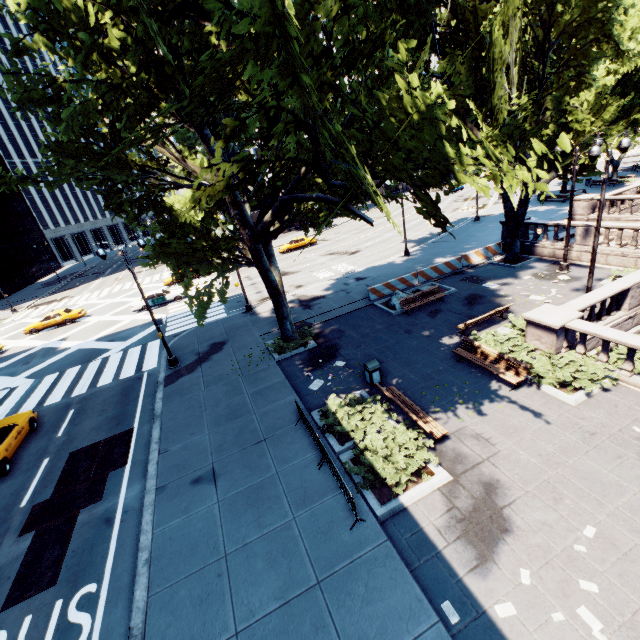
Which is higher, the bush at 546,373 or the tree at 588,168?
the tree at 588,168

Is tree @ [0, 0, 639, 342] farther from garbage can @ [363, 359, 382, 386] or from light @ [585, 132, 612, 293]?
garbage can @ [363, 359, 382, 386]

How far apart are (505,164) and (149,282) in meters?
46.7 m

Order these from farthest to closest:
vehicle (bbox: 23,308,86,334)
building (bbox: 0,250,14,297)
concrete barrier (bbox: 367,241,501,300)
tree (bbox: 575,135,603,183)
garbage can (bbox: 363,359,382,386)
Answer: building (bbox: 0,250,14,297)
vehicle (bbox: 23,308,86,334)
concrete barrier (bbox: 367,241,501,300)
tree (bbox: 575,135,603,183)
garbage can (bbox: 363,359,382,386)

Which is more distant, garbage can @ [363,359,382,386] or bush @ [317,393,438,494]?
garbage can @ [363,359,382,386]

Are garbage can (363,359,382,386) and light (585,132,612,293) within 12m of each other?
yes

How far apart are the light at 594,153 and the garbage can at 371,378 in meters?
10.7

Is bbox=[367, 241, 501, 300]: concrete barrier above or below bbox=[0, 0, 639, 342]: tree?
below
